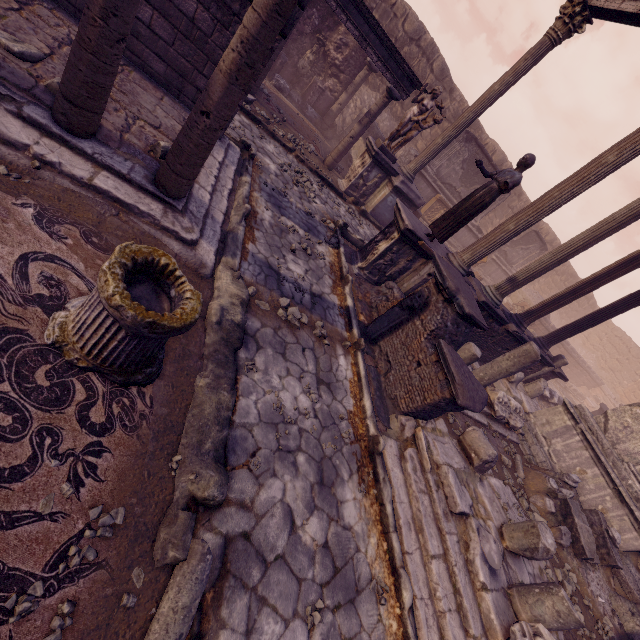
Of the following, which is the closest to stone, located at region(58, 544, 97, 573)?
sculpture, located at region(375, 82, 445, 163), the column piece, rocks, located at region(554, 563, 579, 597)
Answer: the column piece

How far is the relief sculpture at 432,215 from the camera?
15.26m

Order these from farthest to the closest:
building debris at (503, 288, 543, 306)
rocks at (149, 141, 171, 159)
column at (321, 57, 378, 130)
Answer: building debris at (503, 288, 543, 306)
column at (321, 57, 378, 130)
rocks at (149, 141, 171, 159)

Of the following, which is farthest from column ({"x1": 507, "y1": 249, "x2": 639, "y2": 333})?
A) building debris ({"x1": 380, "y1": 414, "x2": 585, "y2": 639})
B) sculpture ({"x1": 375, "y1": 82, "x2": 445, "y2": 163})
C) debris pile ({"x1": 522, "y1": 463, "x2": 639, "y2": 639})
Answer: sculpture ({"x1": 375, "y1": 82, "x2": 445, "y2": 163})

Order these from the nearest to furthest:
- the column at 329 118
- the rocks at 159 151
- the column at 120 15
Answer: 1. the column at 120 15
2. the rocks at 159 151
3. the column at 329 118

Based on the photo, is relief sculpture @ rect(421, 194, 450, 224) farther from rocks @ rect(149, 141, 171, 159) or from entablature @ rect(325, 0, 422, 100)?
rocks @ rect(149, 141, 171, 159)

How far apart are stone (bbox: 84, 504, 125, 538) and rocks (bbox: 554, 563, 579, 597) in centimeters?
744cm

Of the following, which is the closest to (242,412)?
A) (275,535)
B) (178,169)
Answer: (275,535)
